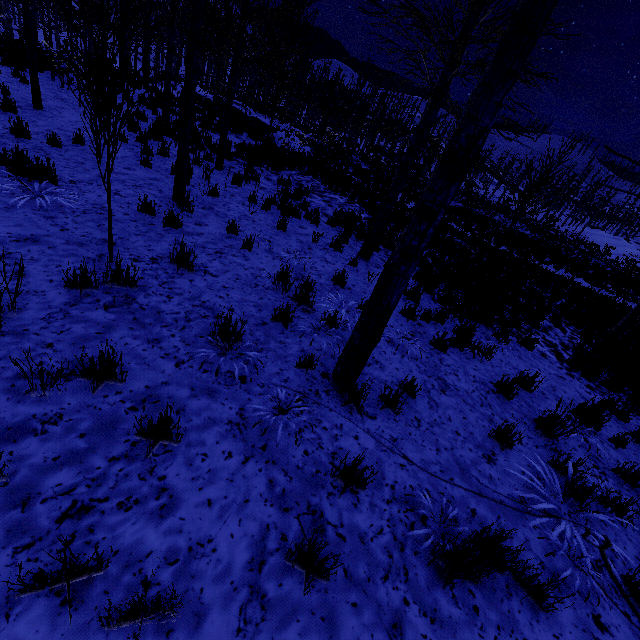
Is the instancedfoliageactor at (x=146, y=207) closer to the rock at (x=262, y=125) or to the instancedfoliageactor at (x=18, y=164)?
the instancedfoliageactor at (x=18, y=164)

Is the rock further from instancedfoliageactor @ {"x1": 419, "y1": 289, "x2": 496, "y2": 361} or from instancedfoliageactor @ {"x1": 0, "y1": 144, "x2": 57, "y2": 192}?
instancedfoliageactor @ {"x1": 0, "y1": 144, "x2": 57, "y2": 192}

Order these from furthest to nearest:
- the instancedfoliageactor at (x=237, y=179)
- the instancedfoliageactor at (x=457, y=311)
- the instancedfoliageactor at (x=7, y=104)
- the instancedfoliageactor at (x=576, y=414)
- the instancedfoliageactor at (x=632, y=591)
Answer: the instancedfoliageactor at (x=237, y=179), the instancedfoliageactor at (x=7, y=104), the instancedfoliageactor at (x=457, y=311), the instancedfoliageactor at (x=576, y=414), the instancedfoliageactor at (x=632, y=591)

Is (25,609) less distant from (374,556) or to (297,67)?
(374,556)

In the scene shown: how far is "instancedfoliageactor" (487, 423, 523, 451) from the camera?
3.8m

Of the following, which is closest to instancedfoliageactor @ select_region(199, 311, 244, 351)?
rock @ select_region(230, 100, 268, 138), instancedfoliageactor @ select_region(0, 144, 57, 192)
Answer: instancedfoliageactor @ select_region(0, 144, 57, 192)

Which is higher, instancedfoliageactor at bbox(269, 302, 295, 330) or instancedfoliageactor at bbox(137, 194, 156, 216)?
instancedfoliageactor at bbox(269, 302, 295, 330)

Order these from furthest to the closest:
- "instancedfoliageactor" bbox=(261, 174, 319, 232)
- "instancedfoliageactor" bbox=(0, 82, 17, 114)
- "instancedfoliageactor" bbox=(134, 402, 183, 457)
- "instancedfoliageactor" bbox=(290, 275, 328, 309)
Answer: "instancedfoliageactor" bbox=(261, 174, 319, 232) → "instancedfoliageactor" bbox=(0, 82, 17, 114) → "instancedfoliageactor" bbox=(290, 275, 328, 309) → "instancedfoliageactor" bbox=(134, 402, 183, 457)
